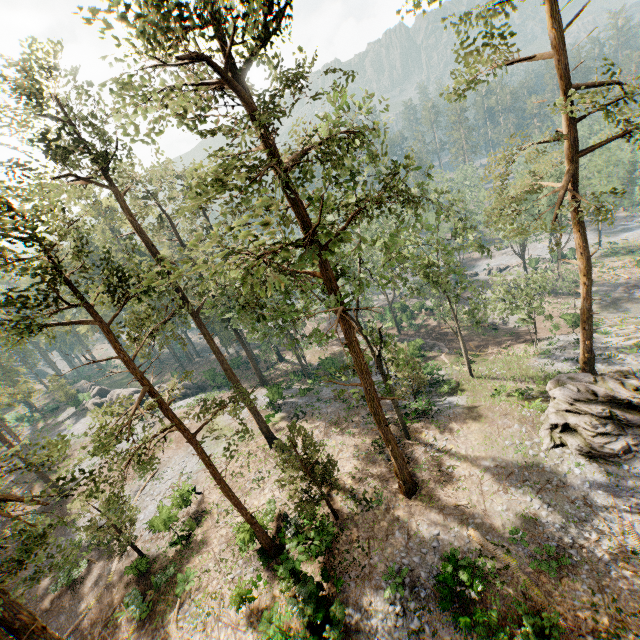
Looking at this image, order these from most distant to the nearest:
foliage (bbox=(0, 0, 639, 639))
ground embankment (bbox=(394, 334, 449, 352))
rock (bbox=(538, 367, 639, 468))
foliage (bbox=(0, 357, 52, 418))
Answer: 1. ground embankment (bbox=(394, 334, 449, 352))
2. foliage (bbox=(0, 357, 52, 418))
3. rock (bbox=(538, 367, 639, 468))
4. foliage (bbox=(0, 0, 639, 639))

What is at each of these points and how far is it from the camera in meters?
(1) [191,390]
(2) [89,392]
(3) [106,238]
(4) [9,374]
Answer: (1) rock, 50.3 m
(2) rock, 53.9 m
(3) foliage, 23.5 m
(4) foliage, 53.1 m

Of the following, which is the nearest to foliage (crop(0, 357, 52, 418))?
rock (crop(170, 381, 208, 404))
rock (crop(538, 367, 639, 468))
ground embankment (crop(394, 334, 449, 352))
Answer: rock (crop(538, 367, 639, 468))

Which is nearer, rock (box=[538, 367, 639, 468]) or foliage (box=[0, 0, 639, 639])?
foliage (box=[0, 0, 639, 639])

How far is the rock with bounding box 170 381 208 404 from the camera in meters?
47.8 m

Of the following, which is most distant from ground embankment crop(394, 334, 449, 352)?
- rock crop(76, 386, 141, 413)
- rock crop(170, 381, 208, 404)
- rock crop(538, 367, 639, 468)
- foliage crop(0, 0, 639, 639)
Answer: rock crop(76, 386, 141, 413)

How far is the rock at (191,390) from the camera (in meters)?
47.84

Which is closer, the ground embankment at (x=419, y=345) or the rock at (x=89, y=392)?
the ground embankment at (x=419, y=345)
